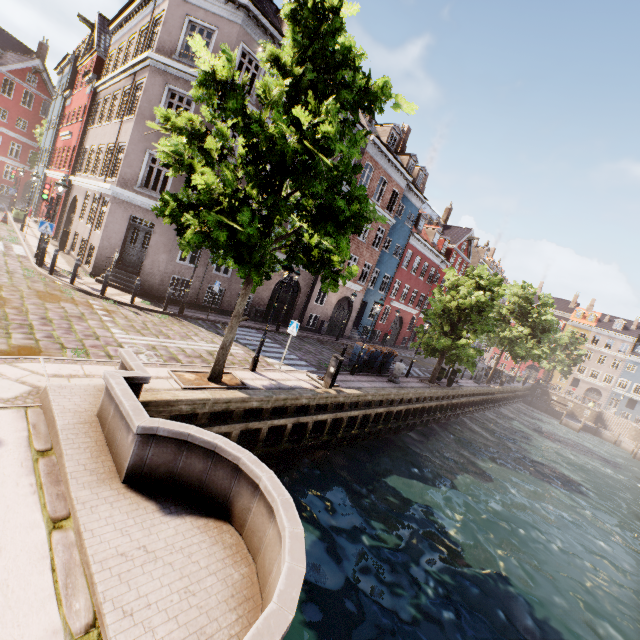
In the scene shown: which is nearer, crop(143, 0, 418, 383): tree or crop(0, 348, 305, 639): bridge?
crop(0, 348, 305, 639): bridge

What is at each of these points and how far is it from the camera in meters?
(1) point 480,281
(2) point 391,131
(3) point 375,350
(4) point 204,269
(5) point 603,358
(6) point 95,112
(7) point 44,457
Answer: (1) tree, 18.9
(2) building, 23.5
(3) trash bin, 18.0
(4) building, 16.9
(5) building, 58.4
(6) building, 20.8
(7) bridge, 4.4

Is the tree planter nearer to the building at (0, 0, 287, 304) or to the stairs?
the building at (0, 0, 287, 304)

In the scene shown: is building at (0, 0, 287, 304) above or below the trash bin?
above

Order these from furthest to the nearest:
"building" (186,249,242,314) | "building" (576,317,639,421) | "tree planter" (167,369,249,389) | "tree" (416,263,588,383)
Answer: "building" (576,317,639,421) → "tree" (416,263,588,383) → "building" (186,249,242,314) → "tree planter" (167,369,249,389)

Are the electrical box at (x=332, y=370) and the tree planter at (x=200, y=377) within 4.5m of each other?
yes

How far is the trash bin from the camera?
16.80m

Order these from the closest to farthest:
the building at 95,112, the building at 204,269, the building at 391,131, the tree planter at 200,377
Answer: the tree planter at 200,377 → the building at 95,112 → the building at 204,269 → the building at 391,131
